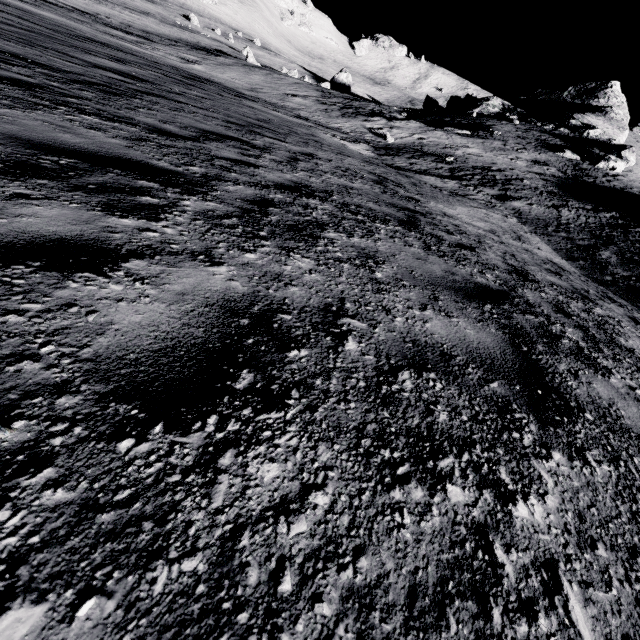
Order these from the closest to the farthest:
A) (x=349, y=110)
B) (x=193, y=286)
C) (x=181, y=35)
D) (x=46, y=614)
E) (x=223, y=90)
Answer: (x=46, y=614)
(x=193, y=286)
(x=223, y=90)
(x=349, y=110)
(x=181, y=35)
